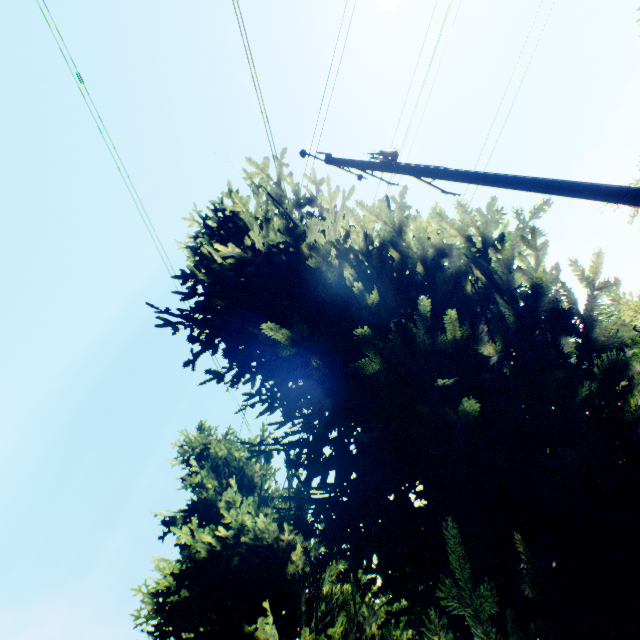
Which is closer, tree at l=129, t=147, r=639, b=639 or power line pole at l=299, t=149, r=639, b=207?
tree at l=129, t=147, r=639, b=639

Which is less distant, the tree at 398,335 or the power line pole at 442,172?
the tree at 398,335

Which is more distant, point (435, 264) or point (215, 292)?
point (215, 292)
